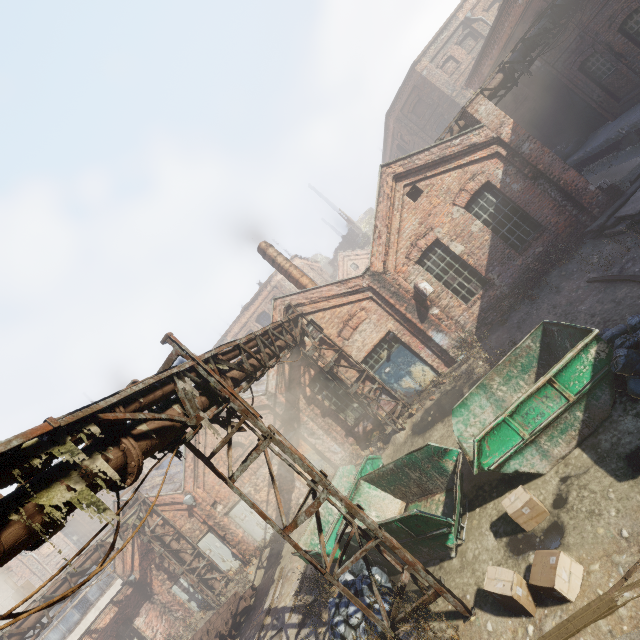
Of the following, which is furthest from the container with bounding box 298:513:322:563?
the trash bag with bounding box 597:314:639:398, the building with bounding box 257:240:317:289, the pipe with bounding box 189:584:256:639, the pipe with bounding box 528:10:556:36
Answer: the pipe with bounding box 528:10:556:36

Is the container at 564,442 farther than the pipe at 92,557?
No

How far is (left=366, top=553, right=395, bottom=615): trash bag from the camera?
6.8m

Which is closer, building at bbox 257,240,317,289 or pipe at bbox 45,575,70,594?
pipe at bbox 45,575,70,594

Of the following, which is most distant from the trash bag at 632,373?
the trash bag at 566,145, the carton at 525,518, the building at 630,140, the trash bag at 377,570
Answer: the trash bag at 566,145

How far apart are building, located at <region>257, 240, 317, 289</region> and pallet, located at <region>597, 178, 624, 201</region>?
11.2 meters

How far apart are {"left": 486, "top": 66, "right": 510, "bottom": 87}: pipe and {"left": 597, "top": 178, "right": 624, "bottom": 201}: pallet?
5.0 meters

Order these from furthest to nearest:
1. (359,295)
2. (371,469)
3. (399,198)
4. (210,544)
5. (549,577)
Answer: (210,544), (359,295), (399,198), (371,469), (549,577)
